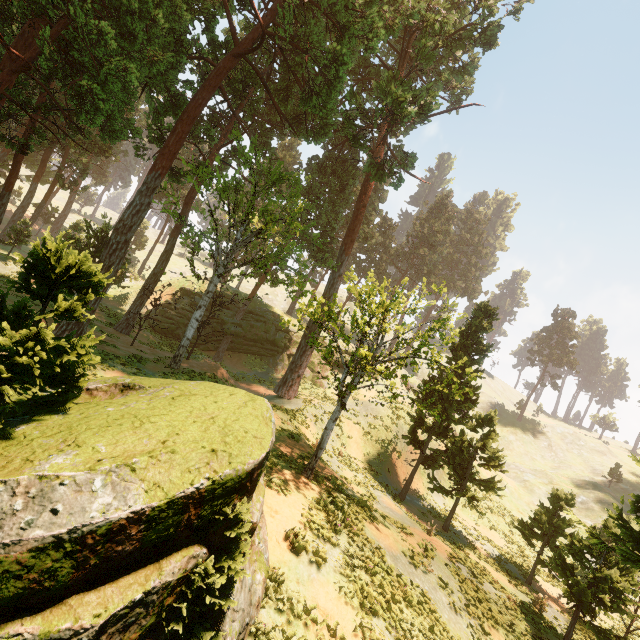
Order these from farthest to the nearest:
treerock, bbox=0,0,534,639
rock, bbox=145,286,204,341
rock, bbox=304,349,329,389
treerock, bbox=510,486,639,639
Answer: rock, bbox=304,349,329,389 < rock, bbox=145,286,204,341 < treerock, bbox=510,486,639,639 < treerock, bbox=0,0,534,639

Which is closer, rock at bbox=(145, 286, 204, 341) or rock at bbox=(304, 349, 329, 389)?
rock at bbox=(145, 286, 204, 341)

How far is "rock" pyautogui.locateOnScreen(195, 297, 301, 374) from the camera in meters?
35.3 m

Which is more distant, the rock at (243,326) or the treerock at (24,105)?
the rock at (243,326)

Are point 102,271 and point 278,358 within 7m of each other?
no

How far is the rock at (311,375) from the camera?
38.2m
